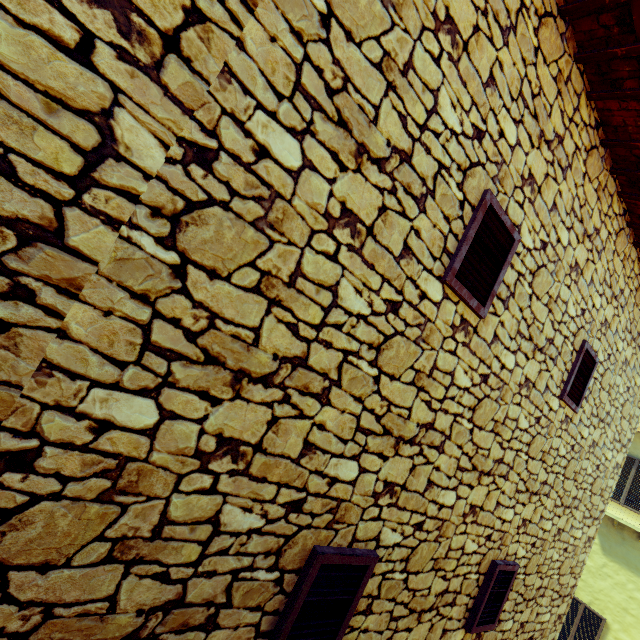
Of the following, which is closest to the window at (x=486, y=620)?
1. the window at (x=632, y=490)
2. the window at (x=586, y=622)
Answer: the window at (x=586, y=622)

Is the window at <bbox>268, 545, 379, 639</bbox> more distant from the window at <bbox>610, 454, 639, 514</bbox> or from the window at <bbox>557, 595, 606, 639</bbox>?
the window at <bbox>610, 454, 639, 514</bbox>

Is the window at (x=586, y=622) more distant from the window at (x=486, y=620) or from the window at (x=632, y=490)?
the window at (x=632, y=490)

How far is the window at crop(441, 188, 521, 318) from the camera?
Answer: 2.11m

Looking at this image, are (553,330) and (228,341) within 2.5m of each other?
no

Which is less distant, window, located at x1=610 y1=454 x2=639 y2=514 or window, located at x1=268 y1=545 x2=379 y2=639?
window, located at x1=268 y1=545 x2=379 y2=639
